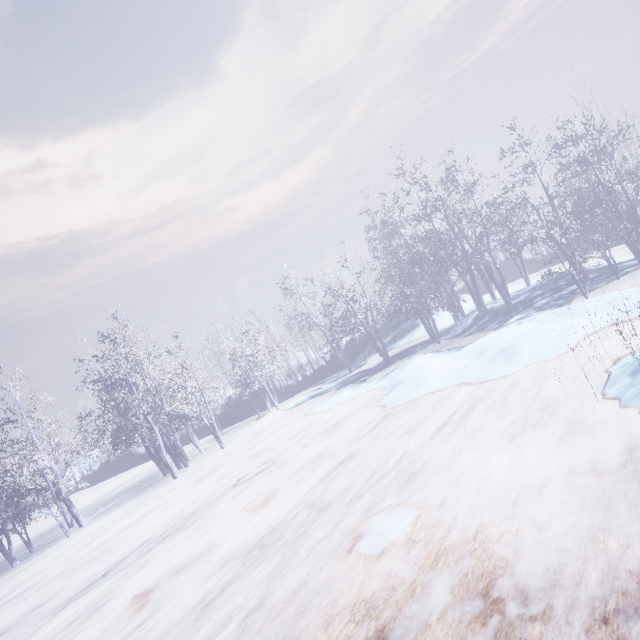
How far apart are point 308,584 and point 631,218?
16.9 meters
